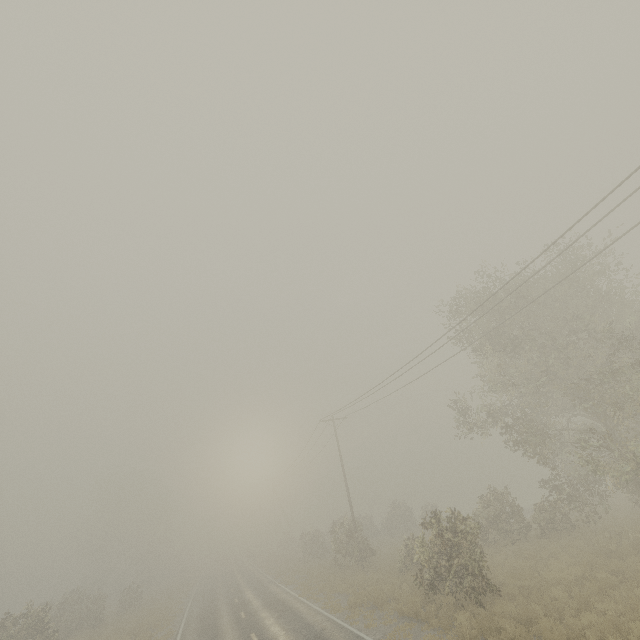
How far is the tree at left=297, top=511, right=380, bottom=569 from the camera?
26.0 meters

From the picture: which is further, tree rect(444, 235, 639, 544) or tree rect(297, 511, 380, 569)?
tree rect(297, 511, 380, 569)

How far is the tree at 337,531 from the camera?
26.0 meters

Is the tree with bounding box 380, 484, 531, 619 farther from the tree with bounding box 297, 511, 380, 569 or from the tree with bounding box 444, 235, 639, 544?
the tree with bounding box 444, 235, 639, 544

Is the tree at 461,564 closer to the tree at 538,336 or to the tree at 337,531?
the tree at 337,531

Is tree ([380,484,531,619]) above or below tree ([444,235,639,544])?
below

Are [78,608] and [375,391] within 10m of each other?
no

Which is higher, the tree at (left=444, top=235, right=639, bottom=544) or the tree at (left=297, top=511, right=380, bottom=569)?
A: the tree at (left=444, top=235, right=639, bottom=544)
